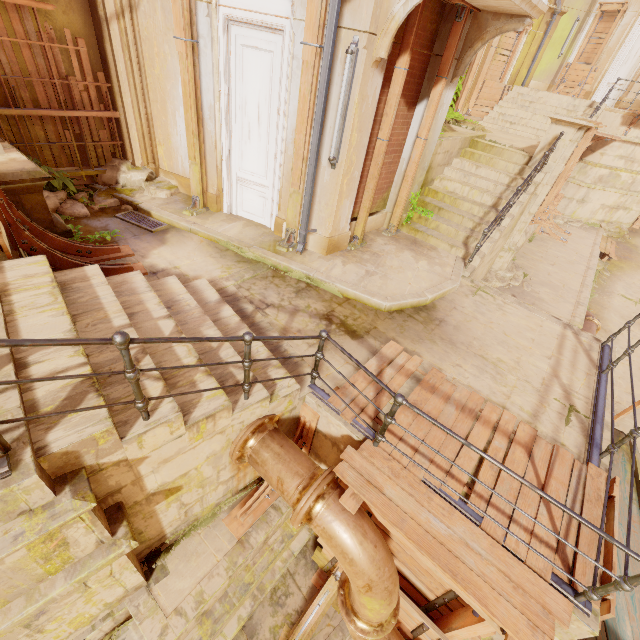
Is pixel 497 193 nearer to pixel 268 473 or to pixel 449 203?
pixel 449 203

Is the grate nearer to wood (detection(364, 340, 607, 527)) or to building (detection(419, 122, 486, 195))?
wood (detection(364, 340, 607, 527))

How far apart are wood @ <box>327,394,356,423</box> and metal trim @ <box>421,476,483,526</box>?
0.0m

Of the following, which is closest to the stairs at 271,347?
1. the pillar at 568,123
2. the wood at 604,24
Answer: the pillar at 568,123

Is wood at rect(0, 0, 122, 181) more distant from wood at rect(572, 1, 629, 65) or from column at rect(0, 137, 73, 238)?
wood at rect(572, 1, 629, 65)

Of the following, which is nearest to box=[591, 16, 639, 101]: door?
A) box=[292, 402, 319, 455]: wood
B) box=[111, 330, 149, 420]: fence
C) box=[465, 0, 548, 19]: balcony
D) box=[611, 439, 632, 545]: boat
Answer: box=[465, 0, 548, 19]: balcony

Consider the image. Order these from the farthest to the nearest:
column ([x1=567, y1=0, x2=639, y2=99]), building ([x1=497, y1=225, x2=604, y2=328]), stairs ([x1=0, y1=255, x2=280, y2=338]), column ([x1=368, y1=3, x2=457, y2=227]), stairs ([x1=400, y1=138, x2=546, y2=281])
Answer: column ([x1=567, y1=0, x2=639, y2=99]) < building ([x1=497, y1=225, x2=604, y2=328]) < stairs ([x1=400, y1=138, x2=546, y2=281]) < column ([x1=368, y1=3, x2=457, y2=227]) < stairs ([x1=0, y1=255, x2=280, y2=338])

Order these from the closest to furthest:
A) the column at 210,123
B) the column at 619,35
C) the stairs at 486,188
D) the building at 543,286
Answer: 1. the column at 210,123
2. the stairs at 486,188
3. the building at 543,286
4. the column at 619,35
